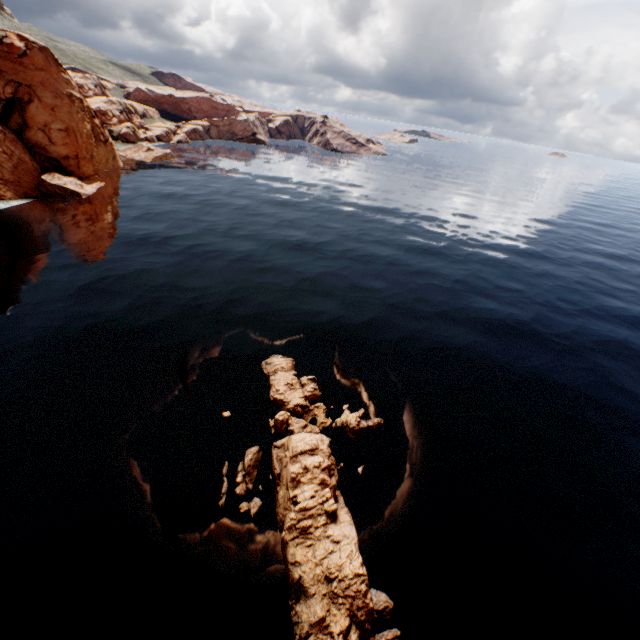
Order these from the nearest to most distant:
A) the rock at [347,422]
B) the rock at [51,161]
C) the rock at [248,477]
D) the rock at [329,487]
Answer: the rock at [329,487] → the rock at [248,477] → the rock at [347,422] → the rock at [51,161]

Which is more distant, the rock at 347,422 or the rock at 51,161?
the rock at 51,161

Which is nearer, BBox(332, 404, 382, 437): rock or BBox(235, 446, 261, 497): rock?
BBox(235, 446, 261, 497): rock

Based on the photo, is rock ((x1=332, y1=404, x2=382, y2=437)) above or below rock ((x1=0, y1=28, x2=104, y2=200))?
below

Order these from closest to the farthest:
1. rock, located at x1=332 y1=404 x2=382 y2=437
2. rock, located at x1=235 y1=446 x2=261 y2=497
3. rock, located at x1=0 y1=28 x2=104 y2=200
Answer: rock, located at x1=235 y1=446 x2=261 y2=497 < rock, located at x1=332 y1=404 x2=382 y2=437 < rock, located at x1=0 y1=28 x2=104 y2=200

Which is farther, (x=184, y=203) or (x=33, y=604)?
(x=184, y=203)

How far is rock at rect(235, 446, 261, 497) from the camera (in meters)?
16.70
